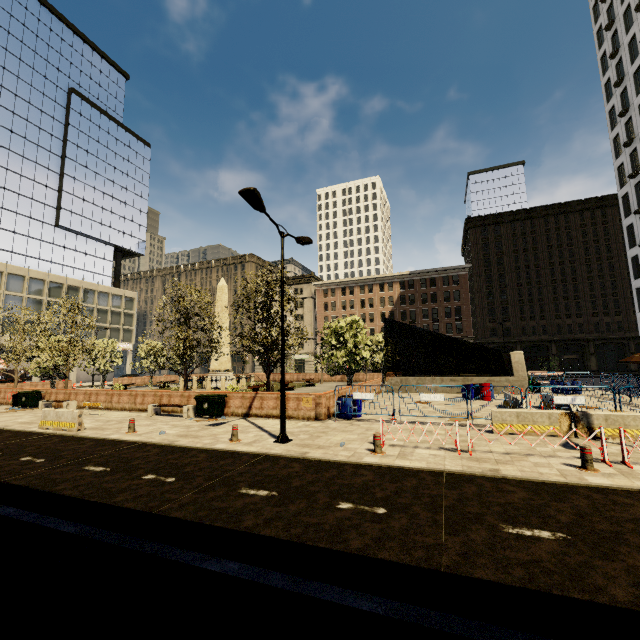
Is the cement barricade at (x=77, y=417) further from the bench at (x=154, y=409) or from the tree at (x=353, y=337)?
the tree at (x=353, y=337)

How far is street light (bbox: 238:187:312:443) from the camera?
10.0m

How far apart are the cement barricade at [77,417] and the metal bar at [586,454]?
17.2m

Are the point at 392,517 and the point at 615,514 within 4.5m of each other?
yes

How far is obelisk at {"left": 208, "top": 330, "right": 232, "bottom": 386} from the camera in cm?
3334

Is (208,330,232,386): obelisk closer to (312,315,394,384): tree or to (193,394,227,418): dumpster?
(312,315,394,384): tree

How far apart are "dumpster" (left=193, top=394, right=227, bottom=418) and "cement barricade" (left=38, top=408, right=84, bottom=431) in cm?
444

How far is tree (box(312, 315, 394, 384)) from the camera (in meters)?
21.45
